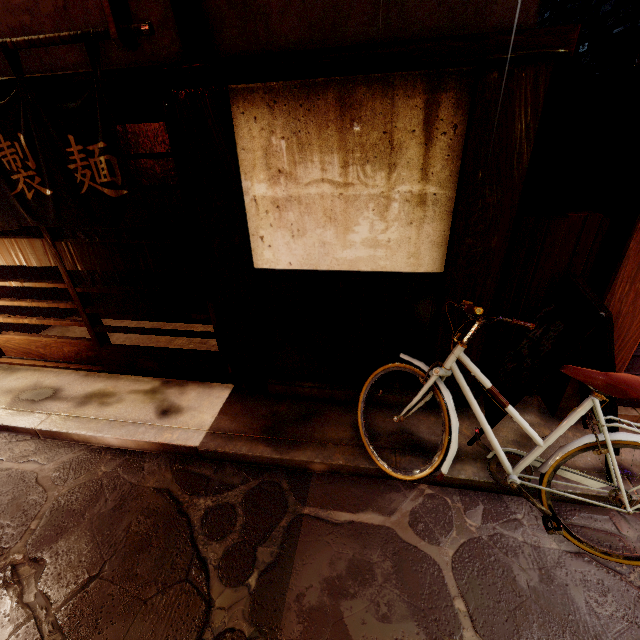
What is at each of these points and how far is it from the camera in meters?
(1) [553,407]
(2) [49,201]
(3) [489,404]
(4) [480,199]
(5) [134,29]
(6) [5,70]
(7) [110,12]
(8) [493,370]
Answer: (1) wood pole, 5.7
(2) flag, 5.2
(3) sign, 5.1
(4) wood pole, 4.3
(5) flag, 3.8
(6) house, 5.0
(7) wood base, 3.7
(8) sign, 5.5

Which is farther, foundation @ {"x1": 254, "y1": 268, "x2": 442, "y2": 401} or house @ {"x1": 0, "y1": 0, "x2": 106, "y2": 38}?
foundation @ {"x1": 254, "y1": 268, "x2": 442, "y2": 401}

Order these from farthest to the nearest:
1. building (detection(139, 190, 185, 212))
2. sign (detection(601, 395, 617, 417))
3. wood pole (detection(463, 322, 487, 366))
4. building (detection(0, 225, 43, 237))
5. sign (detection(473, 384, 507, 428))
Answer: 1. building (detection(139, 190, 185, 212))
2. building (detection(0, 225, 43, 237))
3. wood pole (detection(463, 322, 487, 366))
4. sign (detection(473, 384, 507, 428))
5. sign (detection(601, 395, 617, 417))

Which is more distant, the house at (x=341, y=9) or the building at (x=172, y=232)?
the building at (x=172, y=232)

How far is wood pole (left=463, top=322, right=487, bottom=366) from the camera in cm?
522

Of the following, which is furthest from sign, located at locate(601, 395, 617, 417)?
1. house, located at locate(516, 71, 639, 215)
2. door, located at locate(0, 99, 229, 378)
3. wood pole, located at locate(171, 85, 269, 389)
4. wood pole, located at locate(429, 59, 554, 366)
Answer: door, located at locate(0, 99, 229, 378)

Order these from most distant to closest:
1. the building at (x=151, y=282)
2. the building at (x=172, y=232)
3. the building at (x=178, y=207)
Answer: the building at (x=178, y=207) → the building at (x=151, y=282) → the building at (x=172, y=232)

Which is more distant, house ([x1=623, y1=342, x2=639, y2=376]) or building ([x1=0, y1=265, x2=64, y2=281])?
building ([x1=0, y1=265, x2=64, y2=281])
